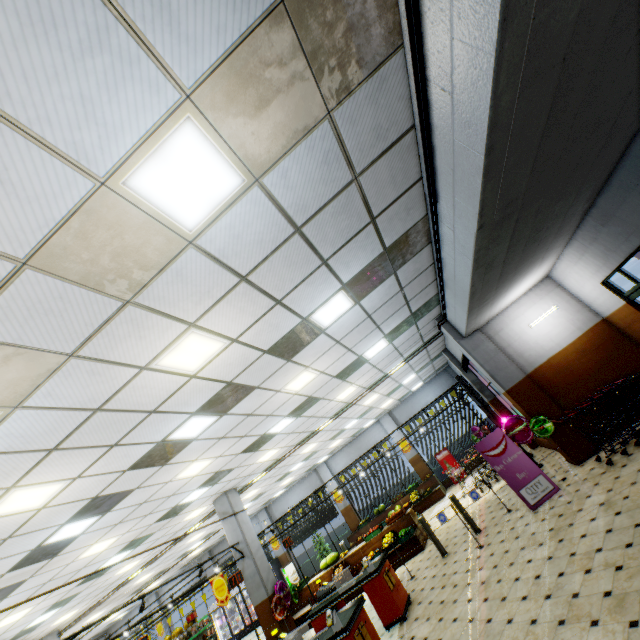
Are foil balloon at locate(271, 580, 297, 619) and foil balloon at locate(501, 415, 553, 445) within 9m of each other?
yes

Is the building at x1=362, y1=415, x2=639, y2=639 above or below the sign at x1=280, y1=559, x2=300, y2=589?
below

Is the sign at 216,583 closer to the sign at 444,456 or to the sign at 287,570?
the sign at 287,570

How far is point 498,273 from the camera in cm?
632

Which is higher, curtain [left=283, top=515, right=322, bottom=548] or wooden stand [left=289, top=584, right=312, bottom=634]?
curtain [left=283, top=515, right=322, bottom=548]

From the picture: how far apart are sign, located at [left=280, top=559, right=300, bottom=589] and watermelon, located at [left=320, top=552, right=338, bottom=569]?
8.24m

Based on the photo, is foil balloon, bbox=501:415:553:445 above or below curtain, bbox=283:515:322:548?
below

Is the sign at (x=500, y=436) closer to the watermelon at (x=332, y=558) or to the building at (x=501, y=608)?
the building at (x=501, y=608)
